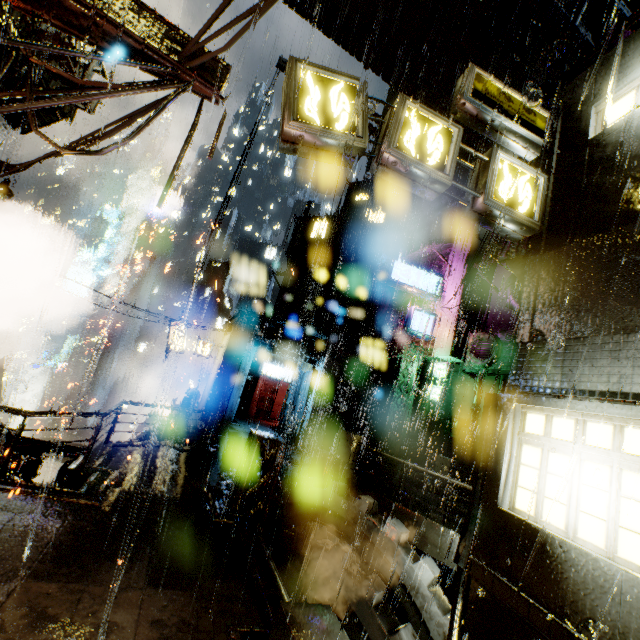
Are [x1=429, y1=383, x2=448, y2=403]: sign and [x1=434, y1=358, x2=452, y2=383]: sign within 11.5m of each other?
yes

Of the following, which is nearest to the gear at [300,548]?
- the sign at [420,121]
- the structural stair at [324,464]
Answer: the structural stair at [324,464]

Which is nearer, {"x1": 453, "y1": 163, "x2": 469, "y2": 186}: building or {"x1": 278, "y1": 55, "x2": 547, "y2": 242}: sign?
{"x1": 278, "y1": 55, "x2": 547, "y2": 242}: sign

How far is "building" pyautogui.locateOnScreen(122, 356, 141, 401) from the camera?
57.9 meters

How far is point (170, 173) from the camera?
3.6 meters

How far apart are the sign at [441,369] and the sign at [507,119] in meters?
13.1

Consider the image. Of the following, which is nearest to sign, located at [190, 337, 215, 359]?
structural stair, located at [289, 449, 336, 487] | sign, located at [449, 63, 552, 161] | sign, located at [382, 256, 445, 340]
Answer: structural stair, located at [289, 449, 336, 487]
